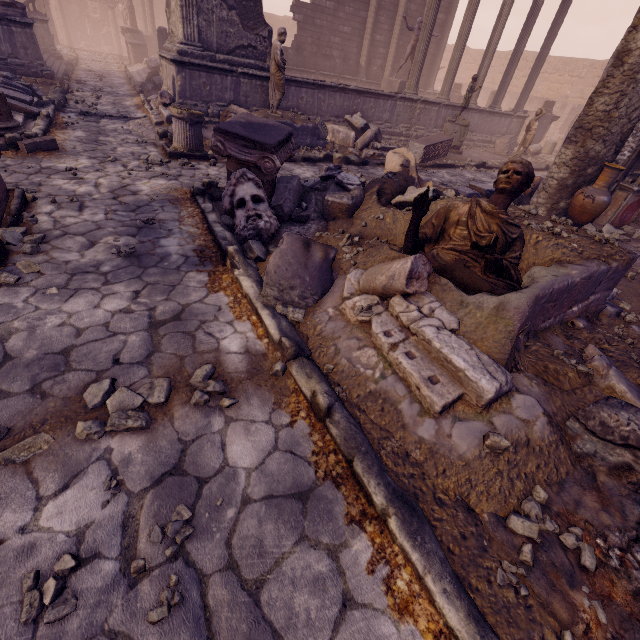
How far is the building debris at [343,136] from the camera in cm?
902

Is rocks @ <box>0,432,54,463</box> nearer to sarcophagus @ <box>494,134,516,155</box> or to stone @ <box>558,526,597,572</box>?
stone @ <box>558,526,597,572</box>

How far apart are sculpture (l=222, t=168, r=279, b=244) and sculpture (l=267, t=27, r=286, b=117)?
5.39m

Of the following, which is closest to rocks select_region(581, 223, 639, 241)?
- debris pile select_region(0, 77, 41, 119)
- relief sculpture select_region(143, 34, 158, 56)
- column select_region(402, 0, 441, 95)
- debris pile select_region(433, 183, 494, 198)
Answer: debris pile select_region(433, 183, 494, 198)

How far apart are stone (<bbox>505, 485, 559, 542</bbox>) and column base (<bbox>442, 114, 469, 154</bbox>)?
13.4m

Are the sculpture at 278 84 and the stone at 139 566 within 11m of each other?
Answer: yes

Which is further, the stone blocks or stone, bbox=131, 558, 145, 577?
the stone blocks

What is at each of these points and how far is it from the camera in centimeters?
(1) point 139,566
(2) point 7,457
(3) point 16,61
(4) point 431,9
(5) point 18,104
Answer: (1) stone, 163cm
(2) rocks, 197cm
(3) building, 1067cm
(4) column, 1114cm
(5) debris pile, 727cm
